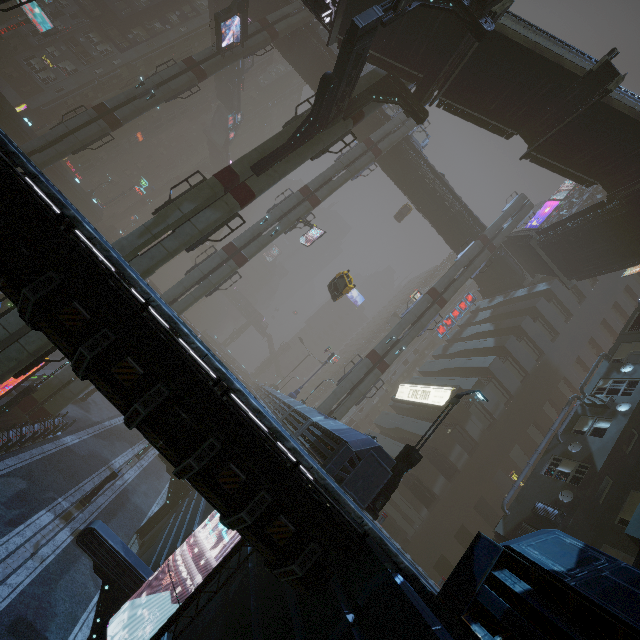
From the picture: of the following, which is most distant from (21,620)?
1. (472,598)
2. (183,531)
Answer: (472,598)

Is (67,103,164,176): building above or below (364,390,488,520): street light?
above

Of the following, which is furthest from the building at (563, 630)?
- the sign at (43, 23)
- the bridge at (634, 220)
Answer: the sign at (43, 23)

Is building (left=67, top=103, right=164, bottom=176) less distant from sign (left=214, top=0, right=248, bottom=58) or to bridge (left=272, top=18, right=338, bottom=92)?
bridge (left=272, top=18, right=338, bottom=92)

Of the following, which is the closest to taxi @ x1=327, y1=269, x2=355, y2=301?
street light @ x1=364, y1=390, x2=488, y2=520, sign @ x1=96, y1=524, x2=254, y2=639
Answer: street light @ x1=364, y1=390, x2=488, y2=520

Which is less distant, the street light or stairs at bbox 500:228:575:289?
the street light

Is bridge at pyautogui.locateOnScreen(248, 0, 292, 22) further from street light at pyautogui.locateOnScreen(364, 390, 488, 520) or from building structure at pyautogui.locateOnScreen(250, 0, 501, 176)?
street light at pyautogui.locateOnScreen(364, 390, 488, 520)

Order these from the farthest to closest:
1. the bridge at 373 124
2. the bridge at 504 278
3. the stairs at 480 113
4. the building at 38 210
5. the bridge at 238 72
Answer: the bridge at 238 72 → the bridge at 504 278 → the bridge at 373 124 → the stairs at 480 113 → the building at 38 210
